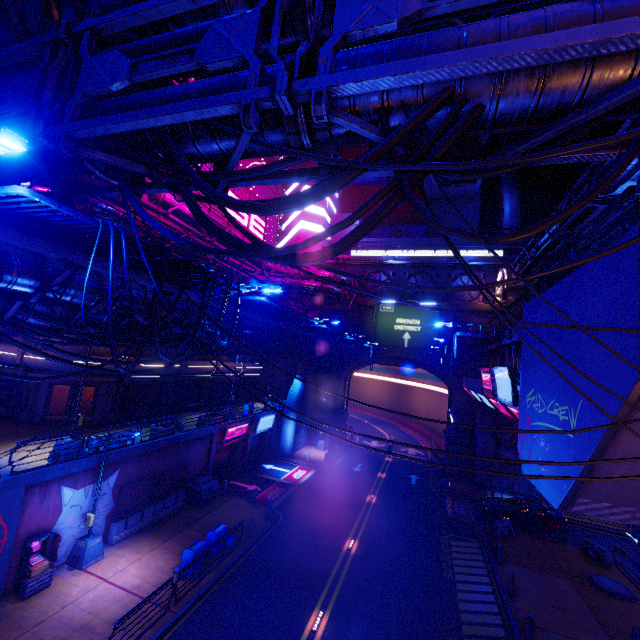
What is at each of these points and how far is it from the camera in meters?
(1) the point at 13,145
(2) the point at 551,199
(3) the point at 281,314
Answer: (1) street light, 3.9 m
(2) building, 48.9 m
(3) fence, 15.6 m

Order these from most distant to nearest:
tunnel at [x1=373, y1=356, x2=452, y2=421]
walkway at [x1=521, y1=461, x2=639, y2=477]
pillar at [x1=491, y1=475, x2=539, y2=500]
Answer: tunnel at [x1=373, y1=356, x2=452, y2=421]
pillar at [x1=491, y1=475, x2=539, y2=500]
walkway at [x1=521, y1=461, x2=639, y2=477]

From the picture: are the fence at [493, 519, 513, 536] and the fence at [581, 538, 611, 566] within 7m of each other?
yes

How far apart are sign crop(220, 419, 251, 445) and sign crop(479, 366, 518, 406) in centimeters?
1872cm

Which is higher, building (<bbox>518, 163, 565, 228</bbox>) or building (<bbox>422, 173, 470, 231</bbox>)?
building (<bbox>518, 163, 565, 228</bbox>)

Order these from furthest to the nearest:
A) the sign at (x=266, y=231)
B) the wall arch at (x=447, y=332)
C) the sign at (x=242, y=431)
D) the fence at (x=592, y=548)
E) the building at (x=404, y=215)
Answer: the building at (x=404, y=215) < the wall arch at (x=447, y=332) < the sign at (x=266, y=231) < the sign at (x=242, y=431) < the fence at (x=592, y=548)

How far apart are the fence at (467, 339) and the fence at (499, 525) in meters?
12.1

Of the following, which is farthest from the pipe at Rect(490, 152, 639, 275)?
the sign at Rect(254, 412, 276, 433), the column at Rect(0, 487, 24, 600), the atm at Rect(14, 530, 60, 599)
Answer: the atm at Rect(14, 530, 60, 599)
